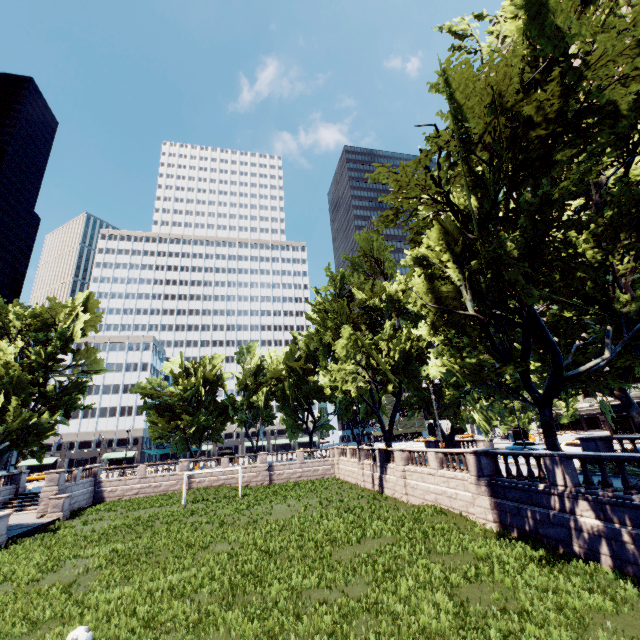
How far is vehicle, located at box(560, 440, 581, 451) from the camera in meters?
29.6 m

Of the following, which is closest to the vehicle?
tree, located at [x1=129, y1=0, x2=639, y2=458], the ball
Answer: tree, located at [x1=129, y1=0, x2=639, y2=458]

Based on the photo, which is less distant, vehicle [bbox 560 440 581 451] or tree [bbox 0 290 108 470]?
vehicle [bbox 560 440 581 451]

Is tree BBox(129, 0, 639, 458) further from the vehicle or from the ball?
the ball

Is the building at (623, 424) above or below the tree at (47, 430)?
below

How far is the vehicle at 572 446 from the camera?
29.6 meters

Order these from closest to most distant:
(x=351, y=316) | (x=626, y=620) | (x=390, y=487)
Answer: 1. (x=626, y=620)
2. (x=390, y=487)
3. (x=351, y=316)

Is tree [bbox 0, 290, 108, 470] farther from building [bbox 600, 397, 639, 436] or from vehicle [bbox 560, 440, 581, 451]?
building [bbox 600, 397, 639, 436]
